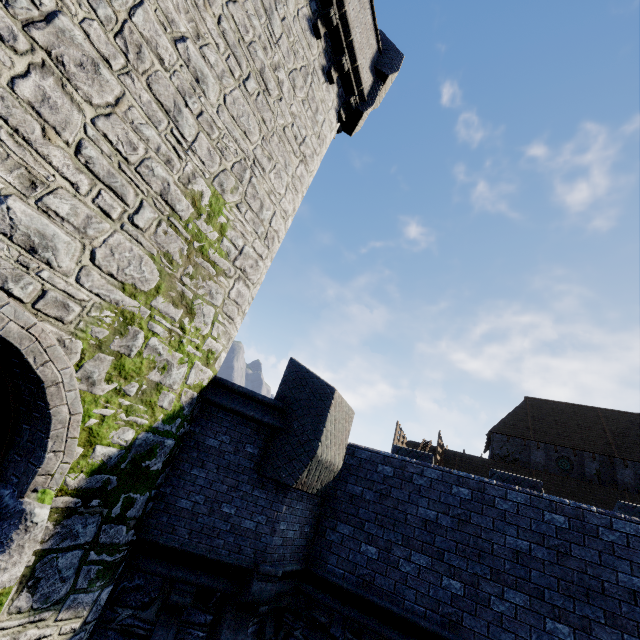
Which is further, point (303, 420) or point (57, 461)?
point (303, 420)

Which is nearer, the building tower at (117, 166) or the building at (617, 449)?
the building tower at (117, 166)

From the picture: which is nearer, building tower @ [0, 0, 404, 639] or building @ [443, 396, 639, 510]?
building tower @ [0, 0, 404, 639]
